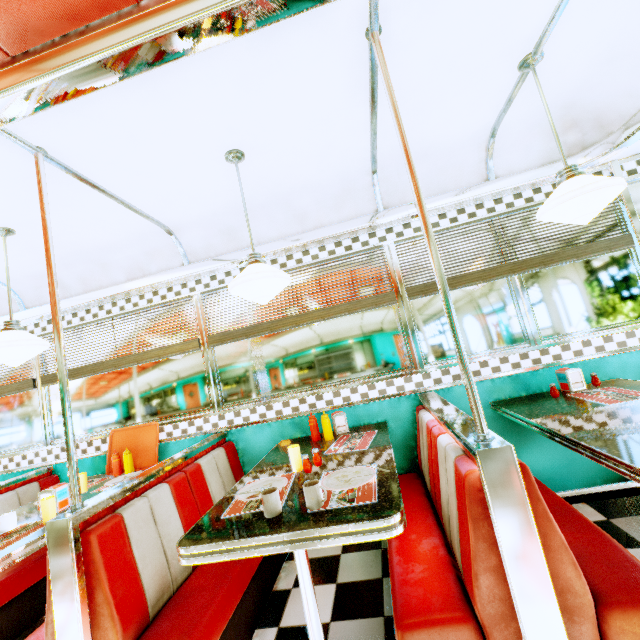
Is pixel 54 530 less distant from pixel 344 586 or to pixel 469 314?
pixel 344 586

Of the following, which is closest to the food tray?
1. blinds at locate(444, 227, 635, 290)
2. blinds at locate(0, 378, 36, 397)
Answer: blinds at locate(0, 378, 36, 397)

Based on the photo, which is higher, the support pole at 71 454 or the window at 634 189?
the window at 634 189

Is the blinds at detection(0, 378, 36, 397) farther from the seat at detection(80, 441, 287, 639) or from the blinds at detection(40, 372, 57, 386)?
the seat at detection(80, 441, 287, 639)

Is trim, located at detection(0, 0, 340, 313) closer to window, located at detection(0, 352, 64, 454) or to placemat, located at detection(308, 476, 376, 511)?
window, located at detection(0, 352, 64, 454)

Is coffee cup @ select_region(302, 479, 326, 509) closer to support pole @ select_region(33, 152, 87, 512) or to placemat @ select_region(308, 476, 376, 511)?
placemat @ select_region(308, 476, 376, 511)

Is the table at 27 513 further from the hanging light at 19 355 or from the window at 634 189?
the window at 634 189

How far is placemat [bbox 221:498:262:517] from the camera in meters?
1.6
